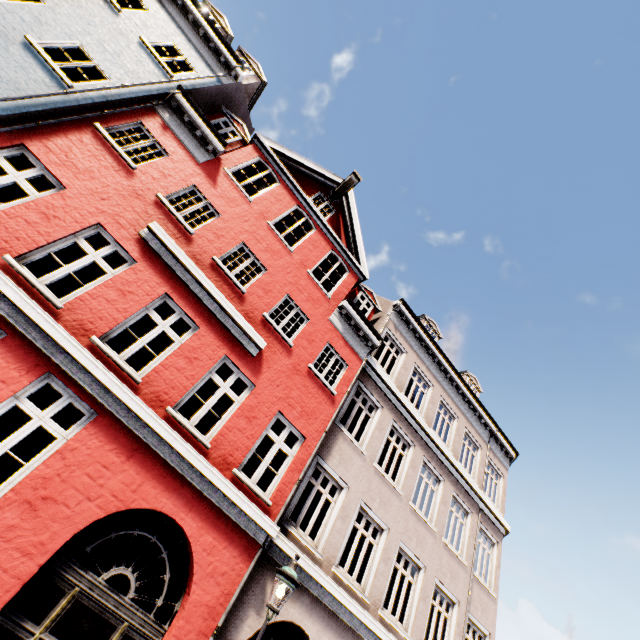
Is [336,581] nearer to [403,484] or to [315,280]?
[403,484]
